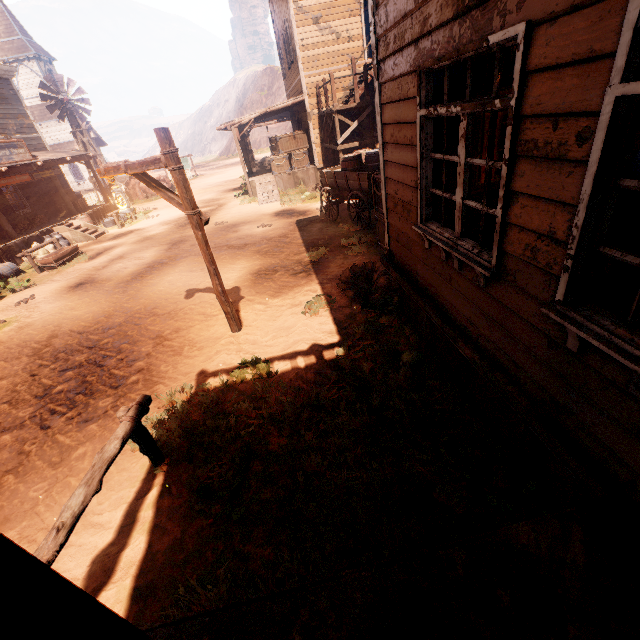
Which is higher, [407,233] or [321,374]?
[407,233]

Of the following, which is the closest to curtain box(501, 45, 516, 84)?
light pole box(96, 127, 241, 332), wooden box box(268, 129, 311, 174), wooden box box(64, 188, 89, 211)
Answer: light pole box(96, 127, 241, 332)

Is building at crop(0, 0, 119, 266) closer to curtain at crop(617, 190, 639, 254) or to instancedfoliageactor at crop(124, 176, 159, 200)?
curtain at crop(617, 190, 639, 254)

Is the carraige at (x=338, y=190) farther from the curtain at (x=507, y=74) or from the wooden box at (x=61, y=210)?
the wooden box at (x=61, y=210)

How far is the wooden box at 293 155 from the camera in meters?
16.9 m

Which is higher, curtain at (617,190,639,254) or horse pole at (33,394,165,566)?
curtain at (617,190,639,254)

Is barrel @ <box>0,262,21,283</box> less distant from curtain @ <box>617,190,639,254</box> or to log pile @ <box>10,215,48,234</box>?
log pile @ <box>10,215,48,234</box>

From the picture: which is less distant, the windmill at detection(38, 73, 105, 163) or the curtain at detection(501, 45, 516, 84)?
the curtain at detection(501, 45, 516, 84)
